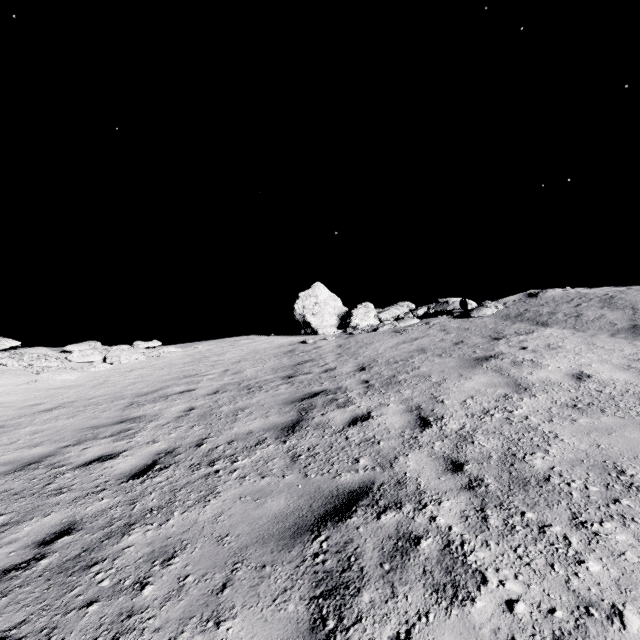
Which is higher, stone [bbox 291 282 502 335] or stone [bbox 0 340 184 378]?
stone [bbox 291 282 502 335]

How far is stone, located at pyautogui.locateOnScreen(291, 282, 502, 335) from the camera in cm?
1456

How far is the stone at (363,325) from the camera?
14.6m

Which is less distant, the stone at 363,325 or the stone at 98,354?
the stone at 98,354

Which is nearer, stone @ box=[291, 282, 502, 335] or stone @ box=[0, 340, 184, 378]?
stone @ box=[0, 340, 184, 378]

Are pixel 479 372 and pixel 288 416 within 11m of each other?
yes
